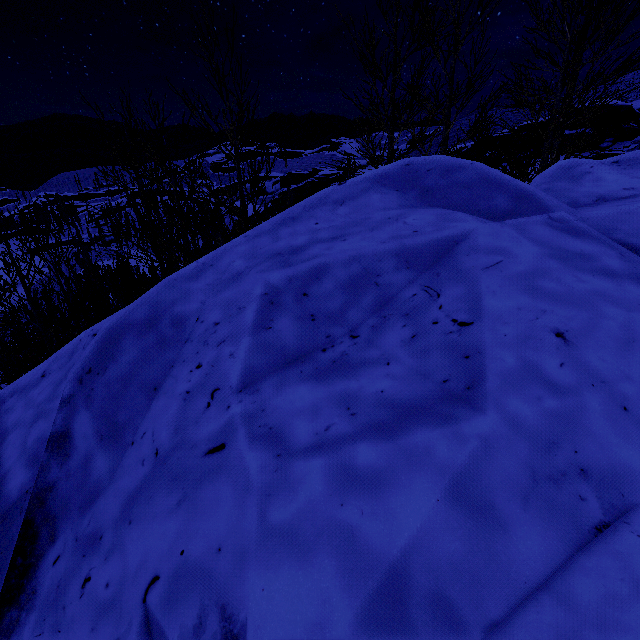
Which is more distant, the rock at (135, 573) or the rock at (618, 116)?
the rock at (618, 116)

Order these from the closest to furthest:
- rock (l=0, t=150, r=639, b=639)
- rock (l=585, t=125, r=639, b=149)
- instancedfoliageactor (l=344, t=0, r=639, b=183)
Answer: rock (l=0, t=150, r=639, b=639)
instancedfoliageactor (l=344, t=0, r=639, b=183)
rock (l=585, t=125, r=639, b=149)

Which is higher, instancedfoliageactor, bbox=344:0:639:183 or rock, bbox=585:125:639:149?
rock, bbox=585:125:639:149

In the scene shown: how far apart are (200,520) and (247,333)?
1.4 meters

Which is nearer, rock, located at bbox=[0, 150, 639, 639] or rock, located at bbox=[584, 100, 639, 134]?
rock, located at bbox=[0, 150, 639, 639]

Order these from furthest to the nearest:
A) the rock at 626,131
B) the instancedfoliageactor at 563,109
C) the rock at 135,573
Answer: the rock at 626,131, the instancedfoliageactor at 563,109, the rock at 135,573

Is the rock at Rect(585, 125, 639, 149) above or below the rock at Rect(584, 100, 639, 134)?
below
